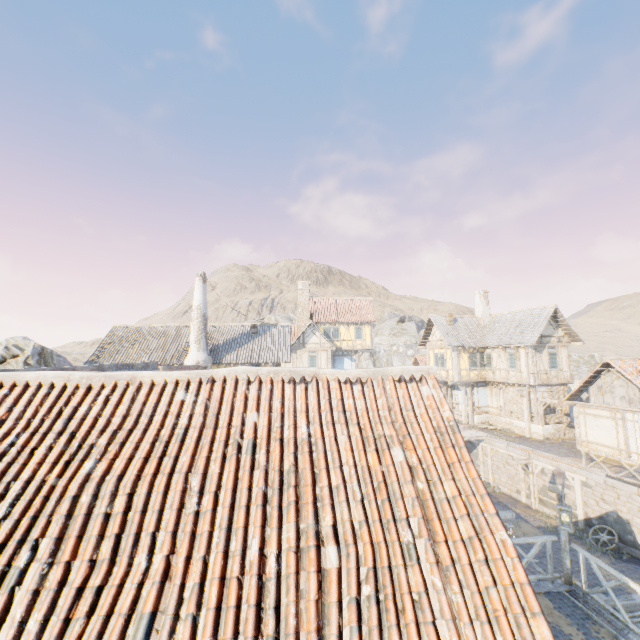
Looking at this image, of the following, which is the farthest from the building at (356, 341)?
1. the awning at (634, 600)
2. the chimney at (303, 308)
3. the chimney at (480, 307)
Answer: the awning at (634, 600)

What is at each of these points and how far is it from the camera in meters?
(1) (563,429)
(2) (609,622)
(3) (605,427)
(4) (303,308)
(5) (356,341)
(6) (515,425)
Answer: (1) stone foundation, 24.1
(2) stone gutter, 7.5
(3) building, 19.6
(4) chimney, 36.2
(5) building, 34.5
(6) stone foundation, 25.7

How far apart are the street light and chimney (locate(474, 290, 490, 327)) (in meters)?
24.14

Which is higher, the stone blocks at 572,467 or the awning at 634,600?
the stone blocks at 572,467

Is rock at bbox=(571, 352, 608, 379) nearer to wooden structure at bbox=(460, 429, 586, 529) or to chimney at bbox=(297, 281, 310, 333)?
chimney at bbox=(297, 281, 310, 333)

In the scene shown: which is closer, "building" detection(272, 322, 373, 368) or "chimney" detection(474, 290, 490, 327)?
"chimney" detection(474, 290, 490, 327)

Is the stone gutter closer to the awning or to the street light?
the awning

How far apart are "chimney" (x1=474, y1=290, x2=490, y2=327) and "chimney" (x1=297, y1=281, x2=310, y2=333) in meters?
16.9
